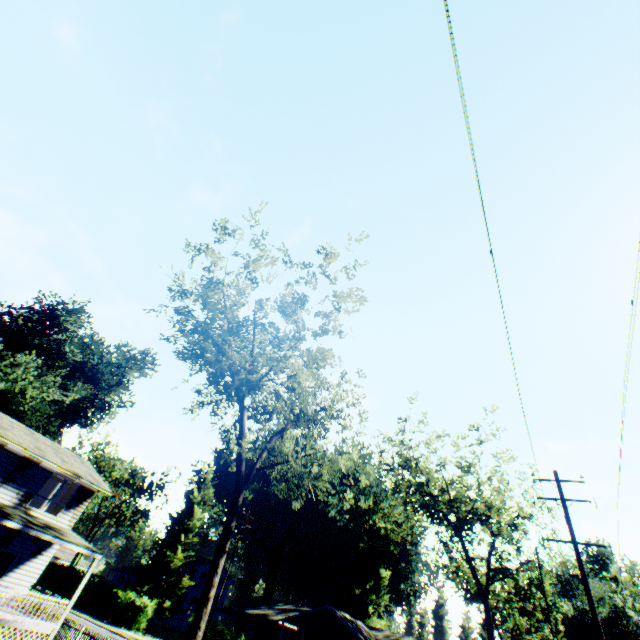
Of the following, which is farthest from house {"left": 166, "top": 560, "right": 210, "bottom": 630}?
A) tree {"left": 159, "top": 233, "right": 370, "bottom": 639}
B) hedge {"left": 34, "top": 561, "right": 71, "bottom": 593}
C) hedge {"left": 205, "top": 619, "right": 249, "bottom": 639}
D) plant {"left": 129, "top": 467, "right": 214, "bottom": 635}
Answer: tree {"left": 159, "top": 233, "right": 370, "bottom": 639}

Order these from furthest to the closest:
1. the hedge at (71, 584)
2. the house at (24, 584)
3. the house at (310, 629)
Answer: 1. the hedge at (71, 584)
2. the house at (310, 629)
3. the house at (24, 584)

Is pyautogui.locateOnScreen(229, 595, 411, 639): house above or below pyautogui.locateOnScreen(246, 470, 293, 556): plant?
below

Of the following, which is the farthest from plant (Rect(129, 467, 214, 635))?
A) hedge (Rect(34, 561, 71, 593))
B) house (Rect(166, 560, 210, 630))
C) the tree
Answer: the tree

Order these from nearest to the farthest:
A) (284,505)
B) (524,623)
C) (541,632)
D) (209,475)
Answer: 1. (524,623)
2. (541,632)
3. (209,475)
4. (284,505)

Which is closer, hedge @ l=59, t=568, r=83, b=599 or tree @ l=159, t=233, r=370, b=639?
tree @ l=159, t=233, r=370, b=639

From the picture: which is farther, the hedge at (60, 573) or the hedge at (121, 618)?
the hedge at (60, 573)

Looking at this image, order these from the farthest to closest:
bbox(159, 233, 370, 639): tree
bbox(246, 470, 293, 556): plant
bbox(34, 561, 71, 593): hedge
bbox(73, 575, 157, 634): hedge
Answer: bbox(246, 470, 293, 556): plant < bbox(34, 561, 71, 593): hedge < bbox(73, 575, 157, 634): hedge < bbox(159, 233, 370, 639): tree
